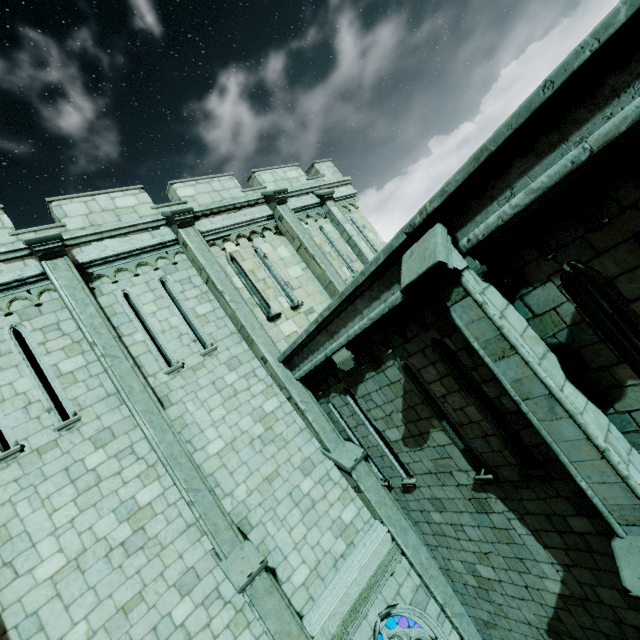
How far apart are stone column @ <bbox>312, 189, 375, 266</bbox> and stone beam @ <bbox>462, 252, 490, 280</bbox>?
7.8m

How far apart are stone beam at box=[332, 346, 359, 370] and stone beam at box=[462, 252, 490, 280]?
3.1 meters

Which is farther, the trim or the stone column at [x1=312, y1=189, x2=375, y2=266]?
the stone column at [x1=312, y1=189, x2=375, y2=266]

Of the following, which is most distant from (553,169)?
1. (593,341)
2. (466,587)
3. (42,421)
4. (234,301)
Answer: (42,421)

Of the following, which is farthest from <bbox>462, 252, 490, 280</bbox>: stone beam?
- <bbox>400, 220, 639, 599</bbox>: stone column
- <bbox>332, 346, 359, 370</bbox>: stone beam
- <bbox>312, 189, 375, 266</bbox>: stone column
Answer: <bbox>312, 189, 375, 266</bbox>: stone column

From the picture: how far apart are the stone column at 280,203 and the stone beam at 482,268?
6.49m

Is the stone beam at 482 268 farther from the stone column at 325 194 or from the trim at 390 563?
the stone column at 325 194

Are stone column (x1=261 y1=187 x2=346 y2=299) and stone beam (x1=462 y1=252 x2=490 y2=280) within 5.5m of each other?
no
